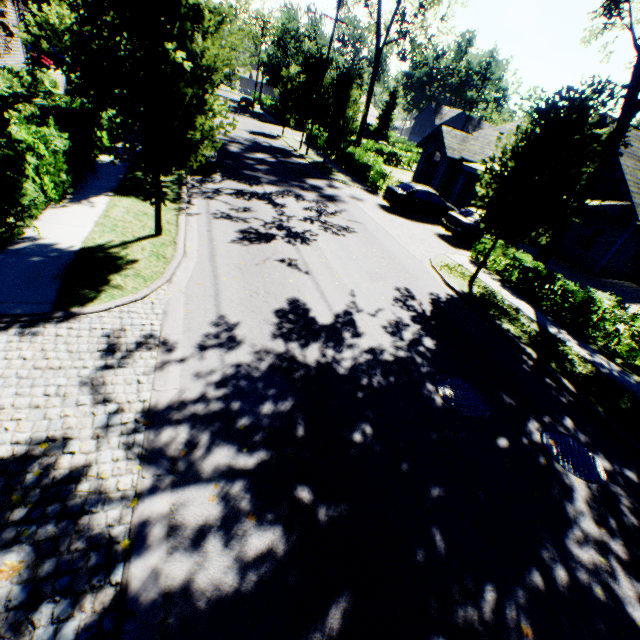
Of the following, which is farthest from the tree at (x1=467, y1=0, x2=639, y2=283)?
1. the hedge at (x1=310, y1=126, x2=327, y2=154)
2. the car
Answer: the hedge at (x1=310, y1=126, x2=327, y2=154)

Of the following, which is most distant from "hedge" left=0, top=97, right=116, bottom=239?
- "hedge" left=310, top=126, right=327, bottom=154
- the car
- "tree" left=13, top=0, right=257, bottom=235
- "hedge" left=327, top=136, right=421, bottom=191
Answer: "hedge" left=327, top=136, right=421, bottom=191

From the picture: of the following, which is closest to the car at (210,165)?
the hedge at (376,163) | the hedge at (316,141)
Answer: the hedge at (316,141)

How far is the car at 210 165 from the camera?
14.5 meters

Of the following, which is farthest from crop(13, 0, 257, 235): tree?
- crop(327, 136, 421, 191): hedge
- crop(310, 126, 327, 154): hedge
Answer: crop(310, 126, 327, 154): hedge

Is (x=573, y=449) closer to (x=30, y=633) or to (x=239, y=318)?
(x=239, y=318)

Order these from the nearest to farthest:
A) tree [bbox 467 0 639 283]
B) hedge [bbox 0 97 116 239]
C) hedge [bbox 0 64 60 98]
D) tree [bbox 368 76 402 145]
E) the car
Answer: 1. hedge [bbox 0 97 116 239]
2. tree [bbox 467 0 639 283]
3. hedge [bbox 0 64 60 98]
4. the car
5. tree [bbox 368 76 402 145]

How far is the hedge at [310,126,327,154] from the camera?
30.87m
